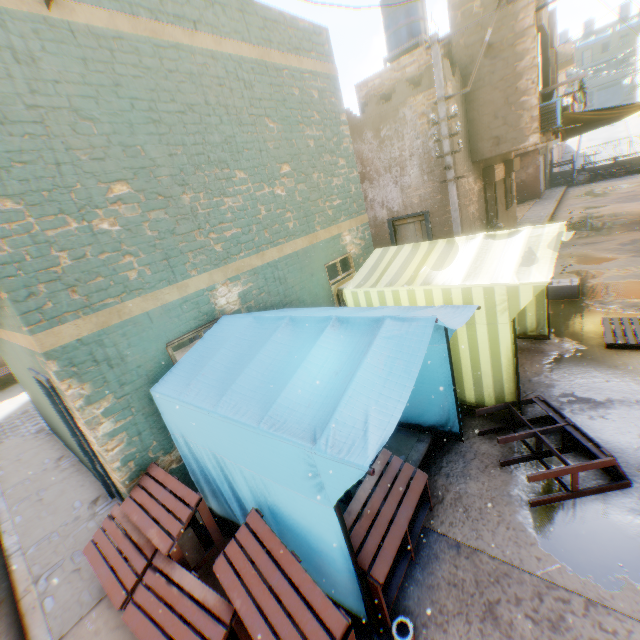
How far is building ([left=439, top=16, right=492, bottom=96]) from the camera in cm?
920

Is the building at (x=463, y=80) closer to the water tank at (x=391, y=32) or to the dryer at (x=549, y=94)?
the dryer at (x=549, y=94)

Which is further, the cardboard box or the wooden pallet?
the cardboard box

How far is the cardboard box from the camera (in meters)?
8.11

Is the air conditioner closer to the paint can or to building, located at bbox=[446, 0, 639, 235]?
building, located at bbox=[446, 0, 639, 235]

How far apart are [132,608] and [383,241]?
11.58m

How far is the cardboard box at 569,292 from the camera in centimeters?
811cm

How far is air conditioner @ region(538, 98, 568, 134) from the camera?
10.0m
